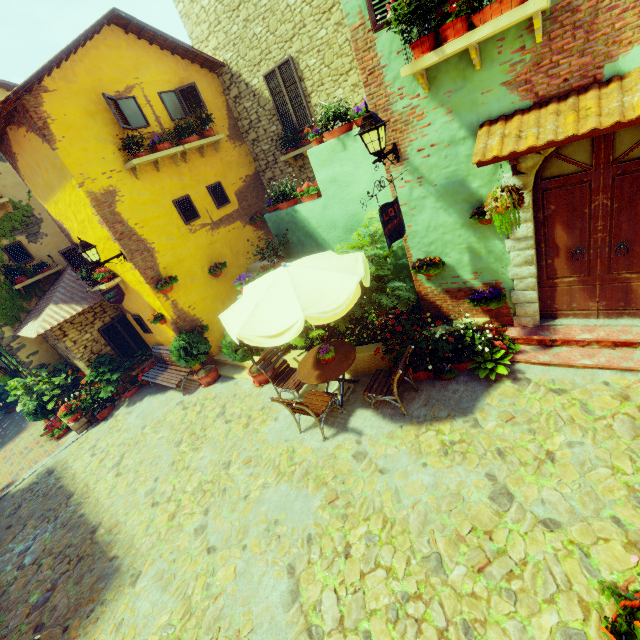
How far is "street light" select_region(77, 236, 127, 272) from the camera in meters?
7.3

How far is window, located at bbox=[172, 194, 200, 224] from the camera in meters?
8.9 m

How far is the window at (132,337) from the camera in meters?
10.6 m

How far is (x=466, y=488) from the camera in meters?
4.1

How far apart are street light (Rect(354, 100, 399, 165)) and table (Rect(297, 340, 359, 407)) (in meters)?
3.06

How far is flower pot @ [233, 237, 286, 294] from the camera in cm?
754

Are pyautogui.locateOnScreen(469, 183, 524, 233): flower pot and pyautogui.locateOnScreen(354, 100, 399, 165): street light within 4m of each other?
yes

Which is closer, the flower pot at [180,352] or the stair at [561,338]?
the stair at [561,338]
